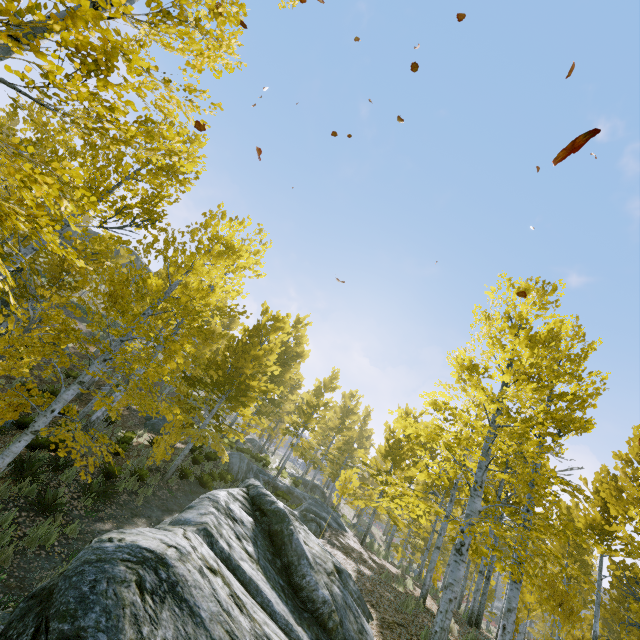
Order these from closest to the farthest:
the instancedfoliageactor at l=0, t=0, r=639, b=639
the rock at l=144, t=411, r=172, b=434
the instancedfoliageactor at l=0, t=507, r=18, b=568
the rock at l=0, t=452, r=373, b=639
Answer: the rock at l=0, t=452, r=373, b=639, the instancedfoliageactor at l=0, t=0, r=639, b=639, the instancedfoliageactor at l=0, t=507, r=18, b=568, the rock at l=144, t=411, r=172, b=434

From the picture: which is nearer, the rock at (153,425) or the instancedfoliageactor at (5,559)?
the instancedfoliageactor at (5,559)

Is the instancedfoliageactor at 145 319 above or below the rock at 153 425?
above

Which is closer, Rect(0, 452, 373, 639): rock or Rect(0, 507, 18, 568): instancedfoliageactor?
Rect(0, 452, 373, 639): rock

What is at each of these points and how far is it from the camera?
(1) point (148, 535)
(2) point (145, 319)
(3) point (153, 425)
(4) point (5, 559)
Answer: (1) rock, 3.51m
(2) instancedfoliageactor, 7.92m
(3) rock, 18.69m
(4) instancedfoliageactor, 5.77m

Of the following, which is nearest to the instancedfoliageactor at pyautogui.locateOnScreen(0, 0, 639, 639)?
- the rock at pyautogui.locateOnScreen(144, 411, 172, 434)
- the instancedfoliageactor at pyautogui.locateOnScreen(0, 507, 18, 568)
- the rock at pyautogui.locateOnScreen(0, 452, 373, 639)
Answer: A: the rock at pyautogui.locateOnScreen(0, 452, 373, 639)

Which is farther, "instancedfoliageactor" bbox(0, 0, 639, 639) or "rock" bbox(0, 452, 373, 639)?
"instancedfoliageactor" bbox(0, 0, 639, 639)

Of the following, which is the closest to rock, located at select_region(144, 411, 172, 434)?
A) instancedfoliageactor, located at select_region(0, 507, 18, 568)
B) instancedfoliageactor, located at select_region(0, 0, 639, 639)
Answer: instancedfoliageactor, located at select_region(0, 0, 639, 639)
